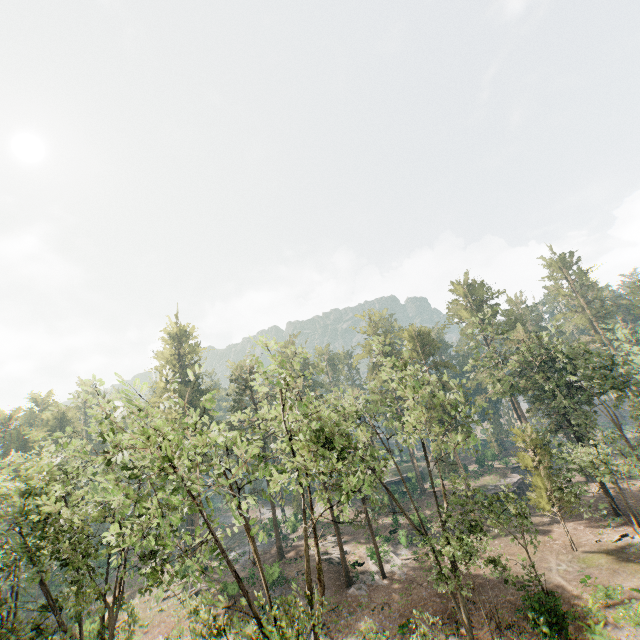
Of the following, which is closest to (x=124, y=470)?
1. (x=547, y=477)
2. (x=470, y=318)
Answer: (x=547, y=477)
